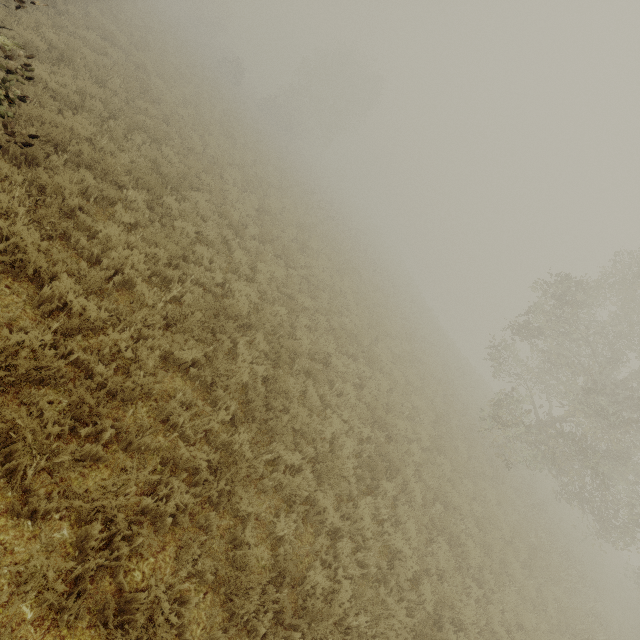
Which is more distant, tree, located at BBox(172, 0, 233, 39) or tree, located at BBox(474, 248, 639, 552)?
tree, located at BBox(172, 0, 233, 39)

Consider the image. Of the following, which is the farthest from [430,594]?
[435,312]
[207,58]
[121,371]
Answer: [435,312]

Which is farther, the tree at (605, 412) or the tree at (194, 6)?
the tree at (194, 6)
